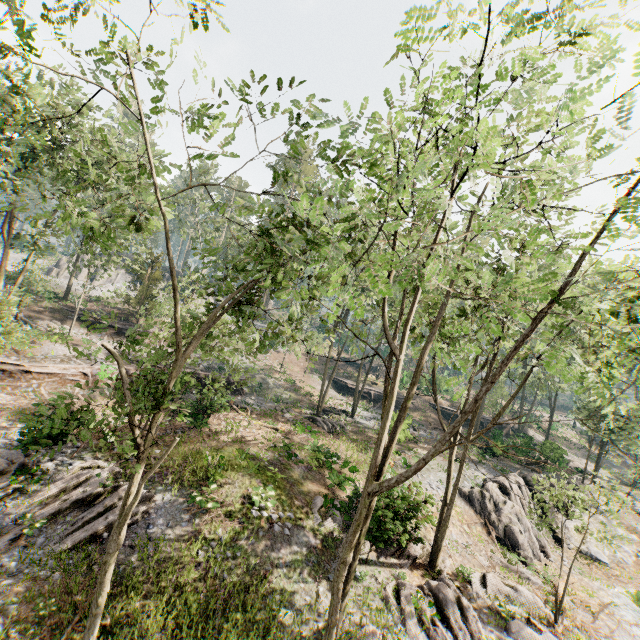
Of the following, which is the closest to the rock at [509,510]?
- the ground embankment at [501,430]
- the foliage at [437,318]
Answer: the foliage at [437,318]

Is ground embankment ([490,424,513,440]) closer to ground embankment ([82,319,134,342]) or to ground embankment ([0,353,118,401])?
ground embankment ([0,353,118,401])

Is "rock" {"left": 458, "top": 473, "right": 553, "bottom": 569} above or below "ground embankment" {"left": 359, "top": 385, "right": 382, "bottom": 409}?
below

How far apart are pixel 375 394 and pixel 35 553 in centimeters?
3483cm

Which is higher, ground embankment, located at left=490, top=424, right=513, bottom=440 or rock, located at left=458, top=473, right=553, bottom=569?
ground embankment, located at left=490, top=424, right=513, bottom=440

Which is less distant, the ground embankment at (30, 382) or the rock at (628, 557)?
the ground embankment at (30, 382)

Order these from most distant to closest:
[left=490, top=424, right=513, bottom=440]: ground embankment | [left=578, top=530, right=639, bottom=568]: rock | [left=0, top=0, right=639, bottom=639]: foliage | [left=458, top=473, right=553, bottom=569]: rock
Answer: [left=490, top=424, right=513, bottom=440]: ground embankment
[left=578, top=530, right=639, bottom=568]: rock
[left=458, top=473, right=553, bottom=569]: rock
[left=0, top=0, right=639, bottom=639]: foliage

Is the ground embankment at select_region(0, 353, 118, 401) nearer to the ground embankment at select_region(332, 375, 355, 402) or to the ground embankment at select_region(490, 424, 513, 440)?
the ground embankment at select_region(332, 375, 355, 402)
